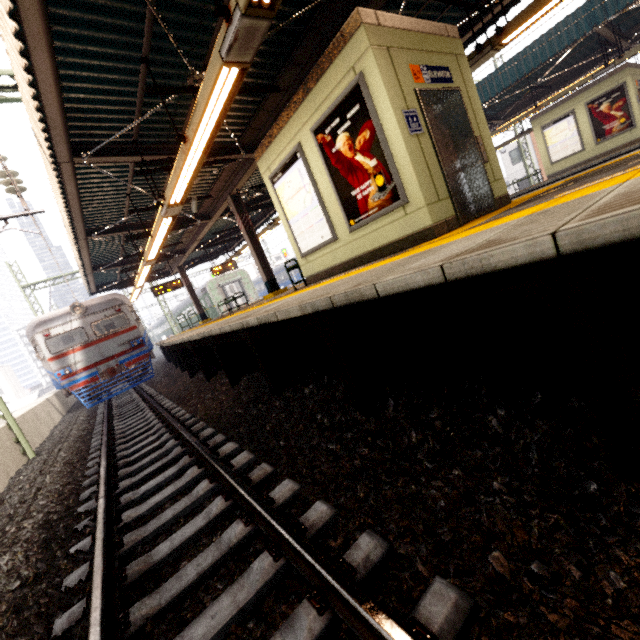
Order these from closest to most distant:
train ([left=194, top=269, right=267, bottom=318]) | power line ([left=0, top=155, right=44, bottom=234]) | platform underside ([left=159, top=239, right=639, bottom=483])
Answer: platform underside ([left=159, top=239, right=639, bottom=483]) < power line ([left=0, top=155, right=44, bottom=234]) < train ([left=194, top=269, right=267, bottom=318])

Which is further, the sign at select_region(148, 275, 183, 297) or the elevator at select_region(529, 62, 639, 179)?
the sign at select_region(148, 275, 183, 297)

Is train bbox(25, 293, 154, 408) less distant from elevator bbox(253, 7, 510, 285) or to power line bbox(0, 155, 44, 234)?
power line bbox(0, 155, 44, 234)

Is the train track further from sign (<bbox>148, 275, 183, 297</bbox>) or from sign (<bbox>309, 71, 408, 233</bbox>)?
sign (<bbox>148, 275, 183, 297</bbox>)

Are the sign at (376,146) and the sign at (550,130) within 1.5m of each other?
no

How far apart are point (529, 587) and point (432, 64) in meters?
6.0

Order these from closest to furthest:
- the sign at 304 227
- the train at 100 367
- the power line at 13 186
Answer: the sign at 304 227
the power line at 13 186
the train at 100 367

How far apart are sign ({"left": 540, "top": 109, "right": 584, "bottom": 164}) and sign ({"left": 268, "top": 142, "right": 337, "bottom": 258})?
15.0m
